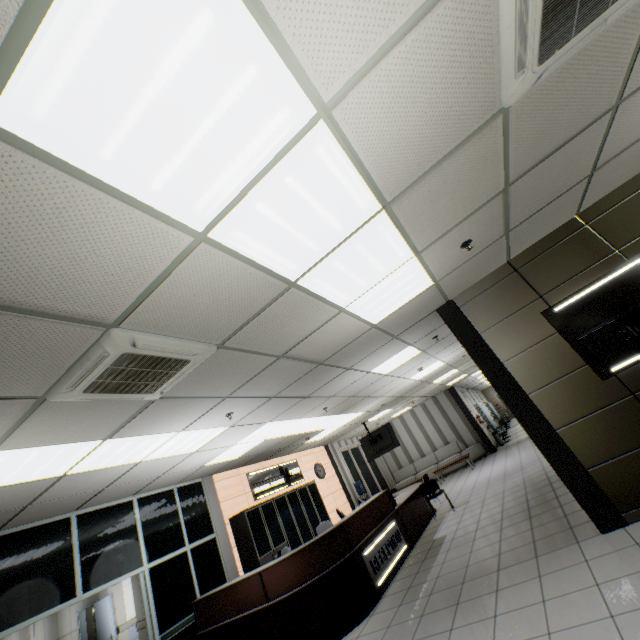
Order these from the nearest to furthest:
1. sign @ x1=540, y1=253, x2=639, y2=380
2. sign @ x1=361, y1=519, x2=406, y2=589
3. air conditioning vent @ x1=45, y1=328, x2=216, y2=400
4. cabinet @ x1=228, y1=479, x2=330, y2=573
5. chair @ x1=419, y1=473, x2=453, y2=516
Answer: air conditioning vent @ x1=45, y1=328, x2=216, y2=400 < sign @ x1=540, y1=253, x2=639, y2=380 < sign @ x1=361, y1=519, x2=406, y2=589 < cabinet @ x1=228, y1=479, x2=330, y2=573 < chair @ x1=419, y1=473, x2=453, y2=516

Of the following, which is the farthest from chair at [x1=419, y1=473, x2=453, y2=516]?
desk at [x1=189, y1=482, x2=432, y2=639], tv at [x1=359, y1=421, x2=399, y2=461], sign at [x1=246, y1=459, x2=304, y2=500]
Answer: sign at [x1=246, y1=459, x2=304, y2=500]

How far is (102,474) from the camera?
4.66m

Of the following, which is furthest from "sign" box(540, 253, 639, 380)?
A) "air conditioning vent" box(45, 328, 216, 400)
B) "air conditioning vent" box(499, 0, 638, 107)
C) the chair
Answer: the chair

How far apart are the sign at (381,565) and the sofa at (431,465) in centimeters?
891cm

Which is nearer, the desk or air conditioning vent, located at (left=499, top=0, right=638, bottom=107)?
air conditioning vent, located at (left=499, top=0, right=638, bottom=107)

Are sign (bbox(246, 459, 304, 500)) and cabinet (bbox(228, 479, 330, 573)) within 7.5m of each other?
yes

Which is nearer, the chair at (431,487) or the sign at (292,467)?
the chair at (431,487)
